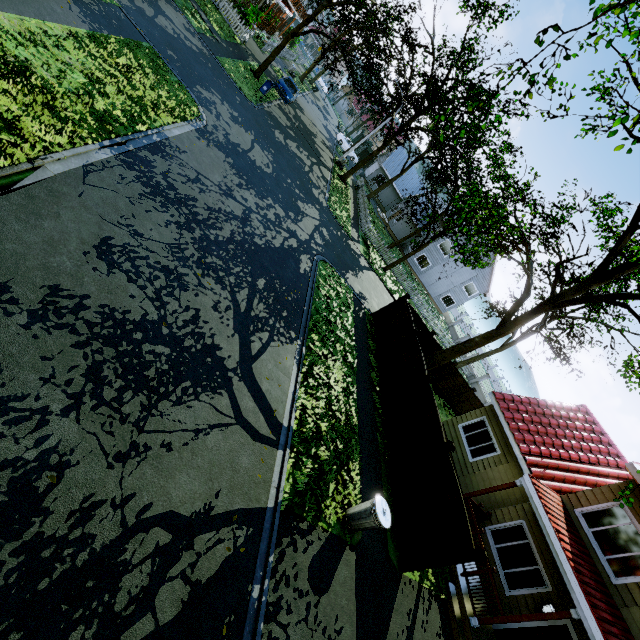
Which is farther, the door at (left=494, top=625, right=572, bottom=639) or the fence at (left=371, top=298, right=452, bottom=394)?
the fence at (left=371, top=298, right=452, bottom=394)

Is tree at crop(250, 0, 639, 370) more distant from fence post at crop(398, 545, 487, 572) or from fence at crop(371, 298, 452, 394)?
fence post at crop(398, 545, 487, 572)

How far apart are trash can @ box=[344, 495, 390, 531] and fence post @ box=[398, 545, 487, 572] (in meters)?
1.86

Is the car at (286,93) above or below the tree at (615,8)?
below

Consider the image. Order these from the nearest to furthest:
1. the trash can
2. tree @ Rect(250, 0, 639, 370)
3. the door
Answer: the trash can < the door < tree @ Rect(250, 0, 639, 370)

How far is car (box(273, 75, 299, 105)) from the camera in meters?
25.2

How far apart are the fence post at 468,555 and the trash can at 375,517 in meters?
1.9 m

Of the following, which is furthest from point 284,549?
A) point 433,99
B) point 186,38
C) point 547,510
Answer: point 433,99
